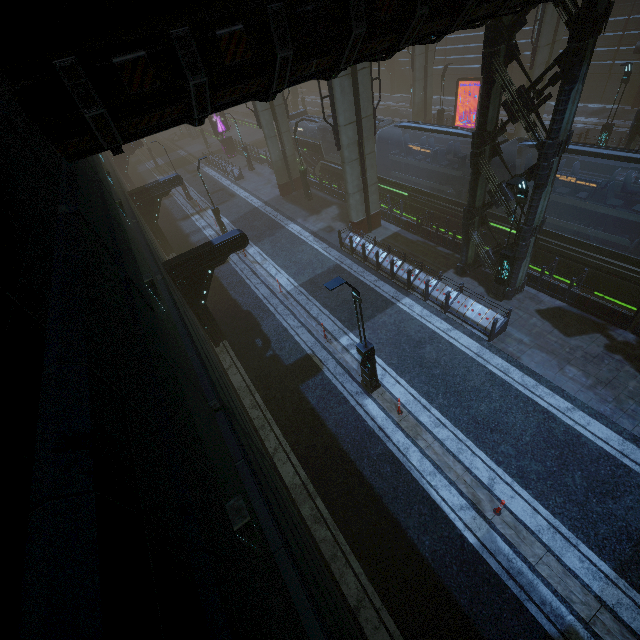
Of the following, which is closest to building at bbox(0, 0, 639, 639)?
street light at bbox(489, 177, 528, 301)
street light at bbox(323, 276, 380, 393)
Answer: street light at bbox(489, 177, 528, 301)

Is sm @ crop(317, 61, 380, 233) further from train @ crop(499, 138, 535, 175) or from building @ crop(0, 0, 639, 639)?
train @ crop(499, 138, 535, 175)

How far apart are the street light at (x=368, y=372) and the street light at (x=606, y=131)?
21.8m

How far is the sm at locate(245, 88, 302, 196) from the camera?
23.68m

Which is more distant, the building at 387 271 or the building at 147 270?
the building at 387 271

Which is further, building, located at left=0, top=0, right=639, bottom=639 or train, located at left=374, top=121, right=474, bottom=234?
train, located at left=374, top=121, right=474, bottom=234

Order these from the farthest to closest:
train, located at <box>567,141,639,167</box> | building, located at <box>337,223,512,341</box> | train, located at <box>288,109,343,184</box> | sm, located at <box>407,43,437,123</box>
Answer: sm, located at <box>407,43,437,123</box> < train, located at <box>288,109,343,184</box> < building, located at <box>337,223,512,341</box> < train, located at <box>567,141,639,167</box>

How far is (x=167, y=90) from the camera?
4.37m
